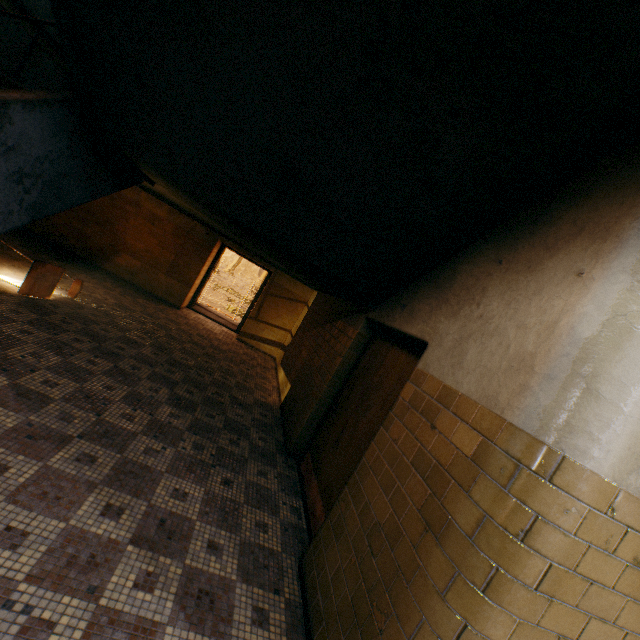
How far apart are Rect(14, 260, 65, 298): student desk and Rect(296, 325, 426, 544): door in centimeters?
450cm

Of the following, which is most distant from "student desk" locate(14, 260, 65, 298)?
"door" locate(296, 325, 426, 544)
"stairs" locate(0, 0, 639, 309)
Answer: "door" locate(296, 325, 426, 544)

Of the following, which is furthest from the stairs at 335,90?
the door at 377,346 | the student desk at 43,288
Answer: the student desk at 43,288

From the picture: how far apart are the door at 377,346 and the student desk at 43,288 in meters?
4.5 m

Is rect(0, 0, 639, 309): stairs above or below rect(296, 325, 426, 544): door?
above

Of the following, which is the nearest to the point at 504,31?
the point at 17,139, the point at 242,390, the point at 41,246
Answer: the point at 17,139

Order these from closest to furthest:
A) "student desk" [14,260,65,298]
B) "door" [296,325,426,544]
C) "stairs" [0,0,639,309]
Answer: "stairs" [0,0,639,309], "door" [296,325,426,544], "student desk" [14,260,65,298]

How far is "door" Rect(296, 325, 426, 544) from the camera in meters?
3.1
